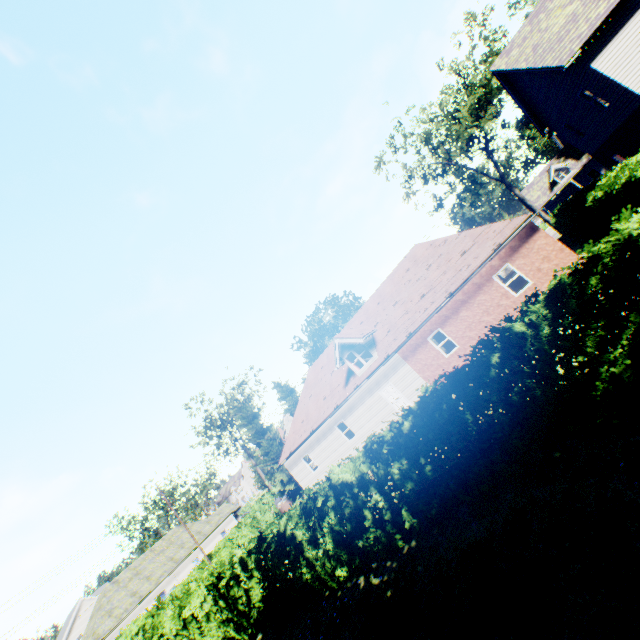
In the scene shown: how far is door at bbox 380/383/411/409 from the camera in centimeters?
2128cm

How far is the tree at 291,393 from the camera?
36.2m

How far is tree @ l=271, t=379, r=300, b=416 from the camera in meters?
36.2

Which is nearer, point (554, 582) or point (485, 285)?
point (554, 582)

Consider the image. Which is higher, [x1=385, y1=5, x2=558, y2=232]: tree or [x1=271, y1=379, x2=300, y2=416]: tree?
[x1=385, y1=5, x2=558, y2=232]: tree

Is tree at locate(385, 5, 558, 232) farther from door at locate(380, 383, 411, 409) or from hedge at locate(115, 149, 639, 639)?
door at locate(380, 383, 411, 409)
